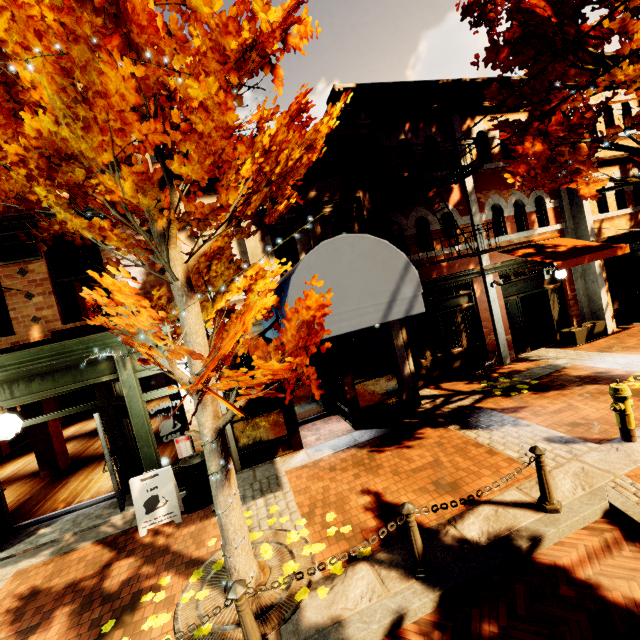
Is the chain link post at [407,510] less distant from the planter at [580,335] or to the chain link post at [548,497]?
the chain link post at [548,497]

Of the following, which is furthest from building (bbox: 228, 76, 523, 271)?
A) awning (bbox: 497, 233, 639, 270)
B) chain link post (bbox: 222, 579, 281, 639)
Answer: chain link post (bbox: 222, 579, 281, 639)

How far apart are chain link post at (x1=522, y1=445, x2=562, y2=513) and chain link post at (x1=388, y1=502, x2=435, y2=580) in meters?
1.7

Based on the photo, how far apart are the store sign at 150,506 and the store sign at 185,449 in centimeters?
116cm

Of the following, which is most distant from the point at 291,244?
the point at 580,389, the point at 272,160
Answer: the point at 580,389

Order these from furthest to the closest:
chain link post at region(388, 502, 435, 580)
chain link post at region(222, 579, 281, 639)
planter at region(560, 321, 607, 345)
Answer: planter at region(560, 321, 607, 345) < chain link post at region(388, 502, 435, 580) < chain link post at region(222, 579, 281, 639)

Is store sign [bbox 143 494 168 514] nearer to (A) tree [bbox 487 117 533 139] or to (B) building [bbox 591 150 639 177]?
(B) building [bbox 591 150 639 177]

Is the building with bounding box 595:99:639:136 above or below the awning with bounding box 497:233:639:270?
above
